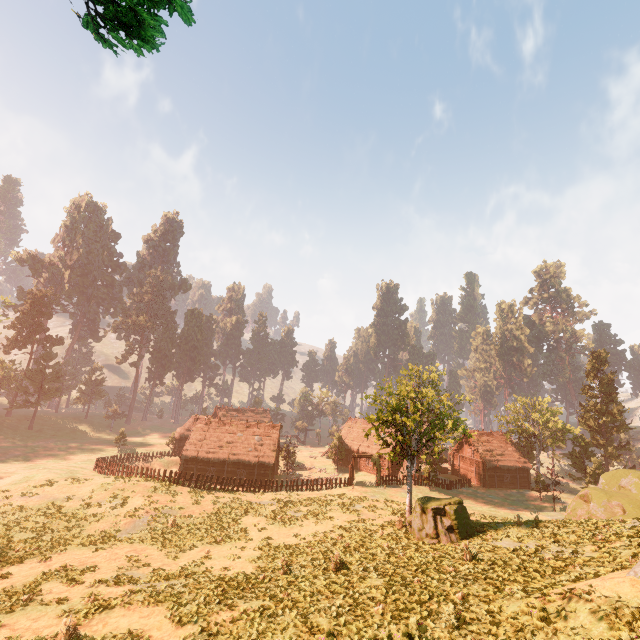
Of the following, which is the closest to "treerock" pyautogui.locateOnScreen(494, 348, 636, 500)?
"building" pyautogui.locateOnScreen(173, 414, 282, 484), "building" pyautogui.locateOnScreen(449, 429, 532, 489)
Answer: "building" pyautogui.locateOnScreen(173, 414, 282, 484)

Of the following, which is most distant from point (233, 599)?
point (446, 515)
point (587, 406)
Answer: point (587, 406)

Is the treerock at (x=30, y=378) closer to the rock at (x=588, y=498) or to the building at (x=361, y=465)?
the building at (x=361, y=465)

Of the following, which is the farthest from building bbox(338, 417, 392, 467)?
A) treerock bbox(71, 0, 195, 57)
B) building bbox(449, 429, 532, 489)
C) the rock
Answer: the rock

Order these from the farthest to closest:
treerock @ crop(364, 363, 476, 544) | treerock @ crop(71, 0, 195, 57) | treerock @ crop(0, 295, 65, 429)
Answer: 1. treerock @ crop(0, 295, 65, 429)
2. treerock @ crop(364, 363, 476, 544)
3. treerock @ crop(71, 0, 195, 57)

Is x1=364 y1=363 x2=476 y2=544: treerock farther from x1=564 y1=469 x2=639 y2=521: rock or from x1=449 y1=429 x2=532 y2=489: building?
x1=564 y1=469 x2=639 y2=521: rock

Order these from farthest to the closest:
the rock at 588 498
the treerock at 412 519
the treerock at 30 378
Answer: the treerock at 30 378 → the rock at 588 498 → the treerock at 412 519

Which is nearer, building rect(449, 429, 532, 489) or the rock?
the rock
